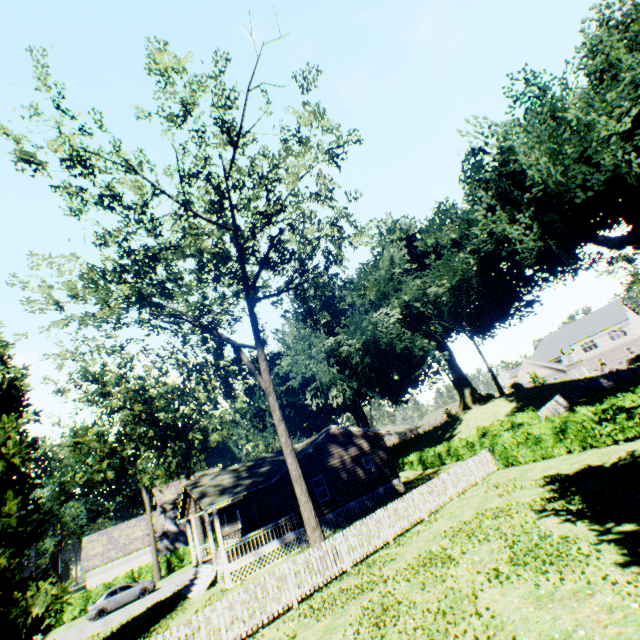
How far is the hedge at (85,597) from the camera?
30.6m

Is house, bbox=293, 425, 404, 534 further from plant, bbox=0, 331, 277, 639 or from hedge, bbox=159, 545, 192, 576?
hedge, bbox=159, 545, 192, 576

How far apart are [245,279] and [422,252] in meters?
34.5 m

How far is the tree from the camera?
13.50m

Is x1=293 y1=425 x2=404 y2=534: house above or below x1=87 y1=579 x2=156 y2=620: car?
above

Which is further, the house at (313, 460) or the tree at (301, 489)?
the house at (313, 460)

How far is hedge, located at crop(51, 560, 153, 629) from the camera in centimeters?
3059cm

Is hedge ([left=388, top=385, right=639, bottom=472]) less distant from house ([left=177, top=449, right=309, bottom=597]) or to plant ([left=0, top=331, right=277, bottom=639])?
plant ([left=0, top=331, right=277, bottom=639])
